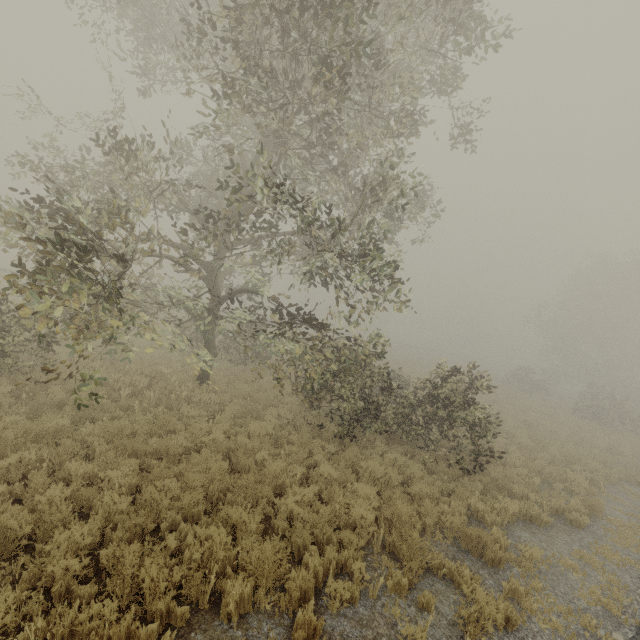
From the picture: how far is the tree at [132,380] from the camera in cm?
934

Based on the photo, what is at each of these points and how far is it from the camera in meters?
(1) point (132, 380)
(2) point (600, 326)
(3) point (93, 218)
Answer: (1) tree, 11.0
(2) tree, 38.3
(3) tree, 8.5

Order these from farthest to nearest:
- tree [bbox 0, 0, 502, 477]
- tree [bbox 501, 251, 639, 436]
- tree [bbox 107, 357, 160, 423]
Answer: tree [bbox 501, 251, 639, 436], tree [bbox 107, 357, 160, 423], tree [bbox 0, 0, 502, 477]

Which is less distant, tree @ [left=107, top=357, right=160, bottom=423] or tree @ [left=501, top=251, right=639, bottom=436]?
tree @ [left=107, top=357, right=160, bottom=423]

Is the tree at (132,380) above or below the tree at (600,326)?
below

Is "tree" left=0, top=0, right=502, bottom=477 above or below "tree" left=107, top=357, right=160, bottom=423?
above

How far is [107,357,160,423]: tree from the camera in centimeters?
934cm
